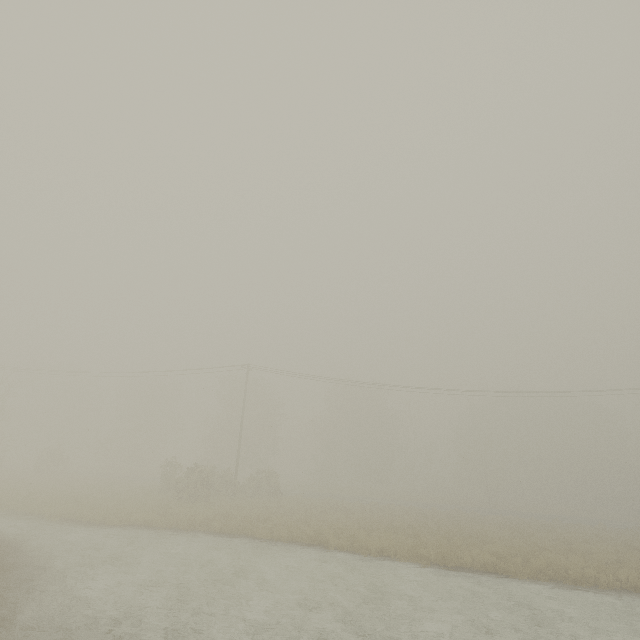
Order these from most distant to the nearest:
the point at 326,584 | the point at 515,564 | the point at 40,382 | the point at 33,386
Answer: the point at 40,382 < the point at 33,386 < the point at 515,564 < the point at 326,584
